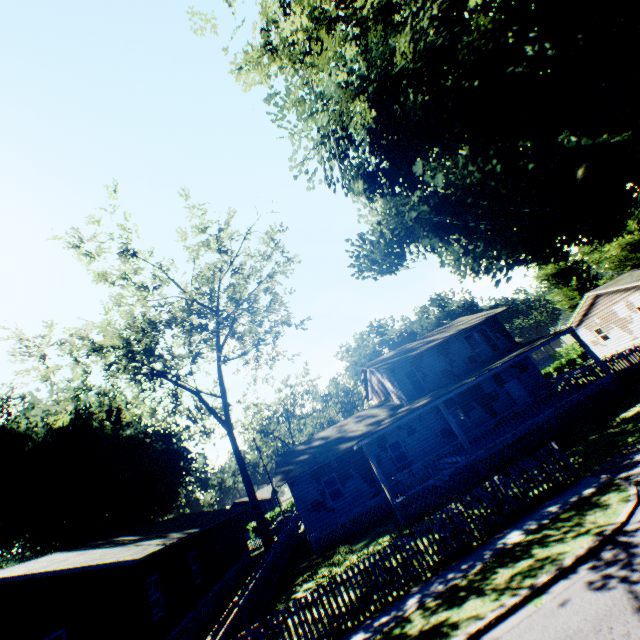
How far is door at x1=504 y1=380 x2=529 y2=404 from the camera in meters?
23.4

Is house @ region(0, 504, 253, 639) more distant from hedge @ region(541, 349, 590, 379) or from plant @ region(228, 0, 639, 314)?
hedge @ region(541, 349, 590, 379)

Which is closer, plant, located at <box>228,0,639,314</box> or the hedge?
plant, located at <box>228,0,639,314</box>

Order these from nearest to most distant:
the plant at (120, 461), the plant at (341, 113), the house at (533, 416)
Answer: the plant at (341, 113)
the house at (533, 416)
the plant at (120, 461)

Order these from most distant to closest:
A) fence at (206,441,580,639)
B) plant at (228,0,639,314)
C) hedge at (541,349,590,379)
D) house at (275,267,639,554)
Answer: hedge at (541,349,590,379)
house at (275,267,639,554)
plant at (228,0,639,314)
fence at (206,441,580,639)

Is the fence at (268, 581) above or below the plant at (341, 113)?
below

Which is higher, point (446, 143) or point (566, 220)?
point (446, 143)

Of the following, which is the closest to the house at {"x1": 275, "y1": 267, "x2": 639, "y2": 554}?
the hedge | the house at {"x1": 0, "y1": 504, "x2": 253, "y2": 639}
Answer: the house at {"x1": 0, "y1": 504, "x2": 253, "y2": 639}
